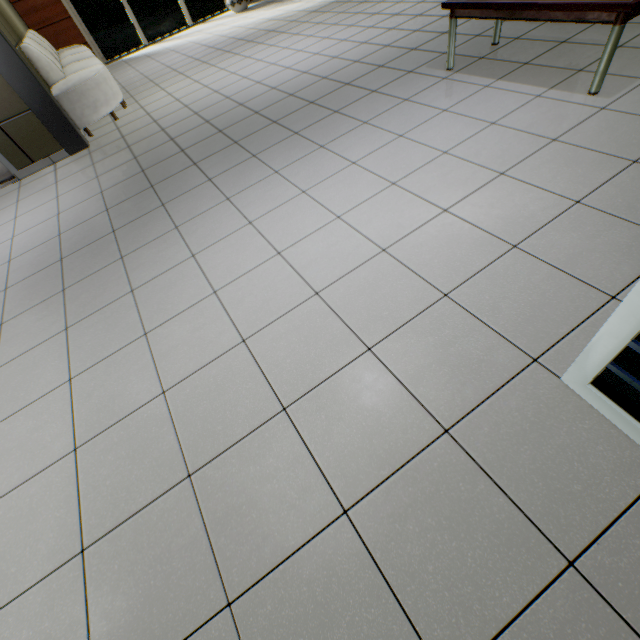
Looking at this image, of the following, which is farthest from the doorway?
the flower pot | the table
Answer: the flower pot

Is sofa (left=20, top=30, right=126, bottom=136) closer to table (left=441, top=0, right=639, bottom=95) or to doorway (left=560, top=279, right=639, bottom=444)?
table (left=441, top=0, right=639, bottom=95)

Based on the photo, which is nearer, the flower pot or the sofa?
the sofa

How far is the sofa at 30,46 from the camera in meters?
4.5

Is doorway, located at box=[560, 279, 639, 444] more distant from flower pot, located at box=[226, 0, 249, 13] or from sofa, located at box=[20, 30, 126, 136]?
flower pot, located at box=[226, 0, 249, 13]

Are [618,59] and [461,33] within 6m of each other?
yes

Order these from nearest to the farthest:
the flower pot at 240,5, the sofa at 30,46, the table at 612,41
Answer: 1. the table at 612,41
2. the sofa at 30,46
3. the flower pot at 240,5

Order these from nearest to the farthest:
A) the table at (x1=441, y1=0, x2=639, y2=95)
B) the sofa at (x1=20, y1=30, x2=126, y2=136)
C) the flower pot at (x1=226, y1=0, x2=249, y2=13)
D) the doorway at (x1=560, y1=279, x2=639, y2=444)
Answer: the doorway at (x1=560, y1=279, x2=639, y2=444)
the table at (x1=441, y1=0, x2=639, y2=95)
the sofa at (x1=20, y1=30, x2=126, y2=136)
the flower pot at (x1=226, y1=0, x2=249, y2=13)
